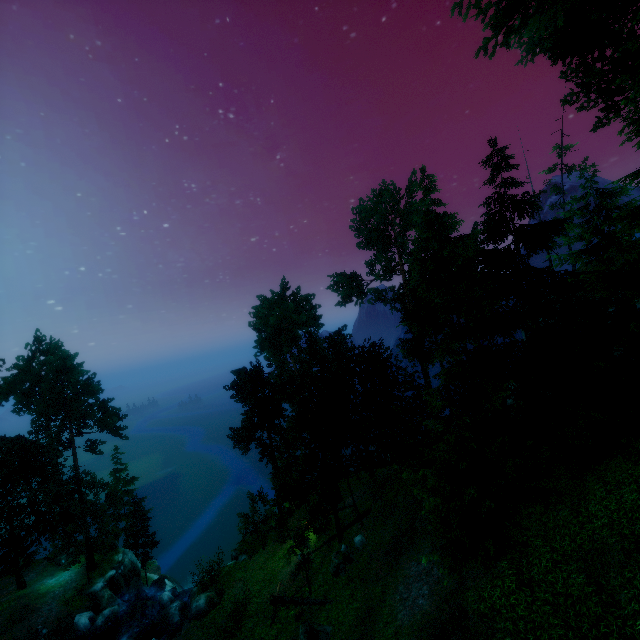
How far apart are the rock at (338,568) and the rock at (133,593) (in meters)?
24.92

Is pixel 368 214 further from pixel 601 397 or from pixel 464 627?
pixel 464 627

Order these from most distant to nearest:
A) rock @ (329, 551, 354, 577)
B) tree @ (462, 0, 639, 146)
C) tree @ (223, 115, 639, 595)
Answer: rock @ (329, 551, 354, 577)
tree @ (223, 115, 639, 595)
tree @ (462, 0, 639, 146)

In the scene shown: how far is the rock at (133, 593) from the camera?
32.7m

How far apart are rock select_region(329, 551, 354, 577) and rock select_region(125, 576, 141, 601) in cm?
2492

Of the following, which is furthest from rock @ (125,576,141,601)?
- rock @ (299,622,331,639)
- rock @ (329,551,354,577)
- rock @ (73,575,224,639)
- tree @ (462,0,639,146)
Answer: rock @ (299,622,331,639)

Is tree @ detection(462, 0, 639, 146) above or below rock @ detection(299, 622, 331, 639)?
above

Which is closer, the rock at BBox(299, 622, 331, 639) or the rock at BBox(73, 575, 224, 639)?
the rock at BBox(299, 622, 331, 639)
